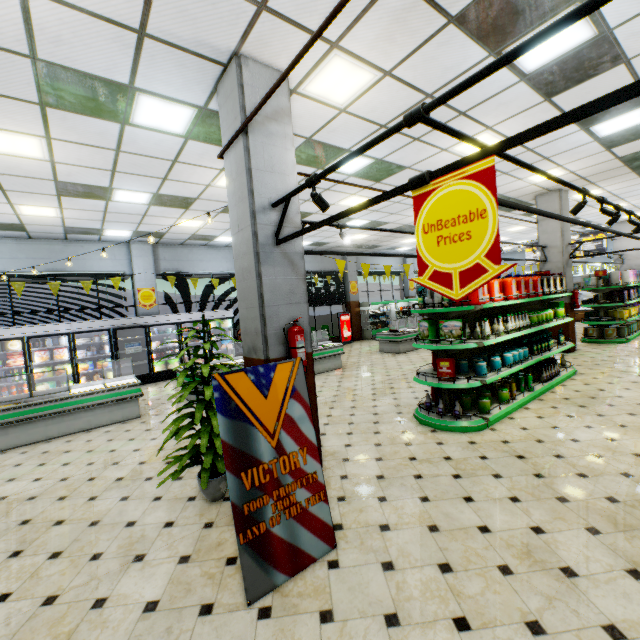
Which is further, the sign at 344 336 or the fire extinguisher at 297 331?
the sign at 344 336

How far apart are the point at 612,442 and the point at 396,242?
13.3 meters

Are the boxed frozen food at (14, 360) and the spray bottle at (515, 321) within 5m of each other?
no

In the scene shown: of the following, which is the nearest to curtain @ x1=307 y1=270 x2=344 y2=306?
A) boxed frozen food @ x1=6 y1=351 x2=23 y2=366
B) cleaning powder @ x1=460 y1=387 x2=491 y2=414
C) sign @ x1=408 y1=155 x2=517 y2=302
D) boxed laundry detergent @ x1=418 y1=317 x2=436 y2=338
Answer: boxed frozen food @ x1=6 y1=351 x2=23 y2=366

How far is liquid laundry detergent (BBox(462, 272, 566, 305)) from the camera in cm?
508

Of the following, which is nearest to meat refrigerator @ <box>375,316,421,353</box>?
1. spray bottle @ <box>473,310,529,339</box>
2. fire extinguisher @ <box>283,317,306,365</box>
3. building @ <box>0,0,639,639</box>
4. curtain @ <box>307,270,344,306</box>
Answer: building @ <box>0,0,639,639</box>

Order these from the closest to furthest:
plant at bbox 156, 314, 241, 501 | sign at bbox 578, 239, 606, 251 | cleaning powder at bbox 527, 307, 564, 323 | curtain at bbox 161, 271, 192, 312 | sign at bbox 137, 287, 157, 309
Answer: plant at bbox 156, 314, 241, 501, cleaning powder at bbox 527, 307, 564, 323, sign at bbox 137, 287, 157, 309, curtain at bbox 161, 271, 192, 312, sign at bbox 578, 239, 606, 251

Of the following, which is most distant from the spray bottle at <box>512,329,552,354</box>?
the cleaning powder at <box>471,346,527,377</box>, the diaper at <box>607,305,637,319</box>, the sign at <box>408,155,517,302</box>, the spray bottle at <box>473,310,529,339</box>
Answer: the diaper at <box>607,305,637,319</box>
